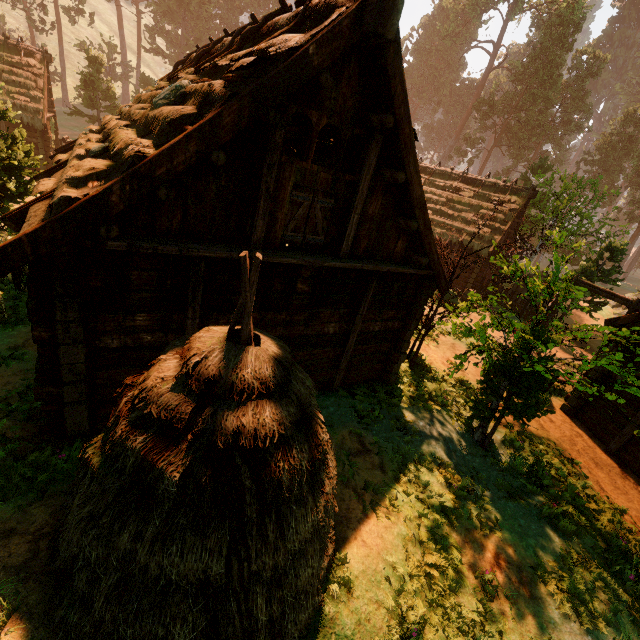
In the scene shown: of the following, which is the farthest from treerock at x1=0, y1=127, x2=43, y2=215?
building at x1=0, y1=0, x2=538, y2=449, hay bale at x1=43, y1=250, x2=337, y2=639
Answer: hay bale at x1=43, y1=250, x2=337, y2=639

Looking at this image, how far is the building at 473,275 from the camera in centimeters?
2211cm

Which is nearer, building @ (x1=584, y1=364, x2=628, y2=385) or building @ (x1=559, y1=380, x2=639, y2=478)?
building @ (x1=559, y1=380, x2=639, y2=478)

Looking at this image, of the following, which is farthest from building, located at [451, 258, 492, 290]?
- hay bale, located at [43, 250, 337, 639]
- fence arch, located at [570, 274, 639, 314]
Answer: hay bale, located at [43, 250, 337, 639]

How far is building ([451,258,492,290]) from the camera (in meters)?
22.11

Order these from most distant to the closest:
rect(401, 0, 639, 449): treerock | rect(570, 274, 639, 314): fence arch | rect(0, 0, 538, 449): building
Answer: rect(570, 274, 639, 314): fence arch, rect(401, 0, 639, 449): treerock, rect(0, 0, 538, 449): building

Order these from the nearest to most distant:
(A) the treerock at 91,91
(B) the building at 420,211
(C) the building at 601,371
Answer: (B) the building at 420,211 → (C) the building at 601,371 → (A) the treerock at 91,91

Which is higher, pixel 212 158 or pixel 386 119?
pixel 386 119
